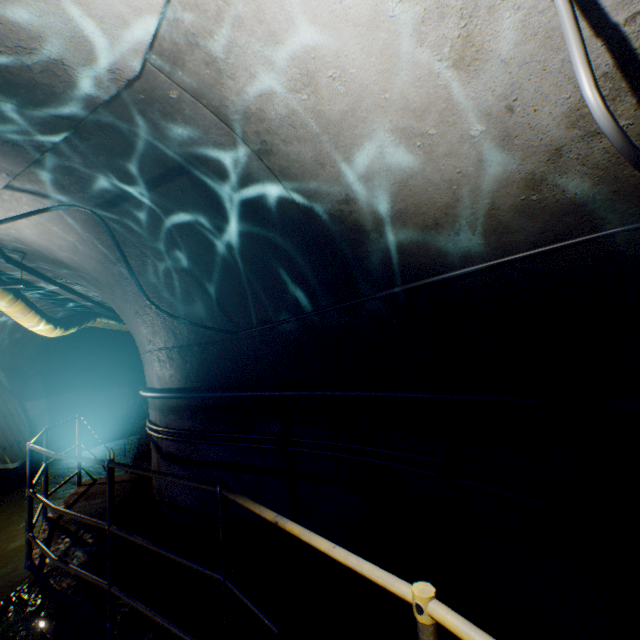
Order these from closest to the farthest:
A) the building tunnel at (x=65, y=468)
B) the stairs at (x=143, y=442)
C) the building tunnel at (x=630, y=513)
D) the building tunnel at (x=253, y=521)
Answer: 1. the building tunnel at (x=630, y=513)
2. the building tunnel at (x=253, y=521)
3. the building tunnel at (x=65, y=468)
4. the stairs at (x=143, y=442)

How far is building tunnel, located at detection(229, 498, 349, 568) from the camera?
3.2m

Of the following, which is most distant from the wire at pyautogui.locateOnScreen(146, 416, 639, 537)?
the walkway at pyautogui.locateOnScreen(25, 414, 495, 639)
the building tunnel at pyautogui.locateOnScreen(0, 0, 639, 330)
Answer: the walkway at pyautogui.locateOnScreen(25, 414, 495, 639)

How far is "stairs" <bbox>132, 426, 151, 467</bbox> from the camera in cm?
923

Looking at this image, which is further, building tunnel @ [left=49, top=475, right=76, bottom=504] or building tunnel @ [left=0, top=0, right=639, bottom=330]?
building tunnel @ [left=49, top=475, right=76, bottom=504]

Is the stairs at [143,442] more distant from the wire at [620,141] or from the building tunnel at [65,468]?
the wire at [620,141]

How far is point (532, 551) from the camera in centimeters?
195cm
